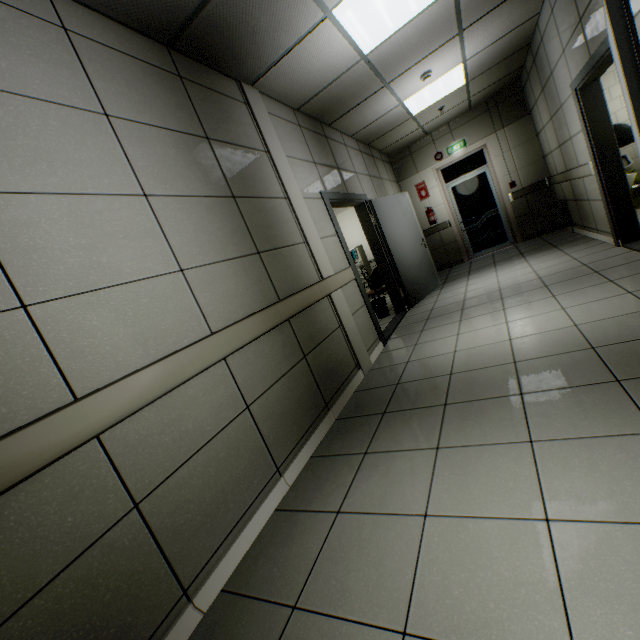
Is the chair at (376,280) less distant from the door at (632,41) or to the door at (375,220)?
the door at (375,220)

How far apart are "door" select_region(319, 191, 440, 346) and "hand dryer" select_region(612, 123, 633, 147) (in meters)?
2.93

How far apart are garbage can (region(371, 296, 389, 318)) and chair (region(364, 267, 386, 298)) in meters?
0.2 m

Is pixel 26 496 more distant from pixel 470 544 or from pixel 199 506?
pixel 470 544

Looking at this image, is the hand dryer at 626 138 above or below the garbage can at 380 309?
above

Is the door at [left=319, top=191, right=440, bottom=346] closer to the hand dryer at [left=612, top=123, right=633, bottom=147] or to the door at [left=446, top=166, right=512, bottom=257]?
the door at [left=446, top=166, right=512, bottom=257]

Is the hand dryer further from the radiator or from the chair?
the chair

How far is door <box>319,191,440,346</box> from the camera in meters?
4.3
